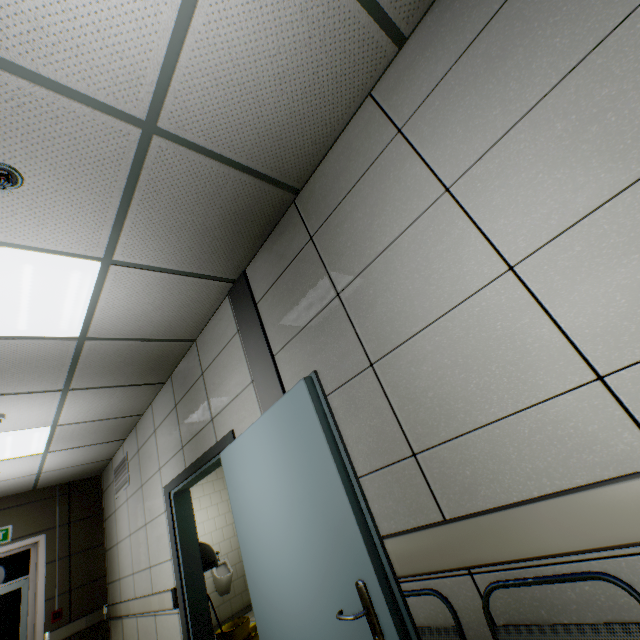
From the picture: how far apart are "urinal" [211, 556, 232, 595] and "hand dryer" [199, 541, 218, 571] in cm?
336

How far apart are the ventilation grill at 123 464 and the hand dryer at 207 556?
1.9m

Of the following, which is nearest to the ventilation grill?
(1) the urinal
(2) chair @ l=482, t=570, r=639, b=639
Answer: (1) the urinal

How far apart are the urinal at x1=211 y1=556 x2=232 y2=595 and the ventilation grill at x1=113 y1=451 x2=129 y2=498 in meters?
2.6

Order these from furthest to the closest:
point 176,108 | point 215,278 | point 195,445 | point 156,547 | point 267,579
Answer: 1. point 156,547
2. point 195,445
3. point 215,278
4. point 267,579
5. point 176,108

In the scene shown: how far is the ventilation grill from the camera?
4.98m

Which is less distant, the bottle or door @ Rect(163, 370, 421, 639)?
door @ Rect(163, 370, 421, 639)

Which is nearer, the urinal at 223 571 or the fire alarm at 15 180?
the fire alarm at 15 180
